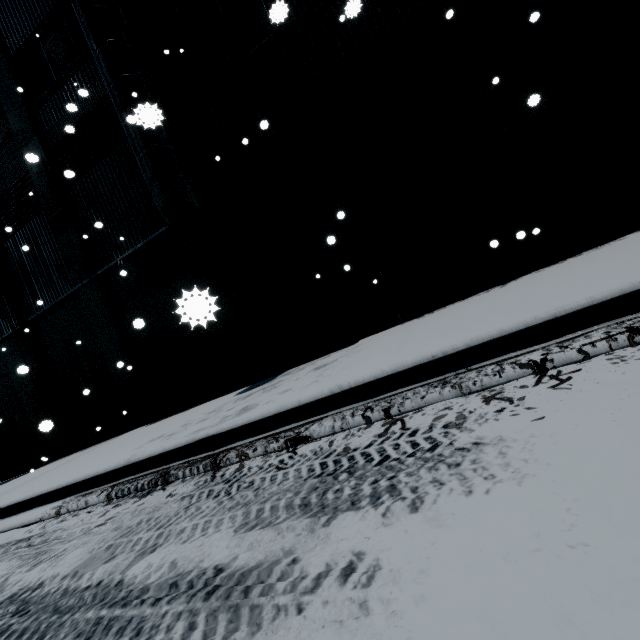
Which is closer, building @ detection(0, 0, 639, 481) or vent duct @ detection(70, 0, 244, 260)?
building @ detection(0, 0, 639, 481)

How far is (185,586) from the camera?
1.50m

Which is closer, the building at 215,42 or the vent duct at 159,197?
the building at 215,42
